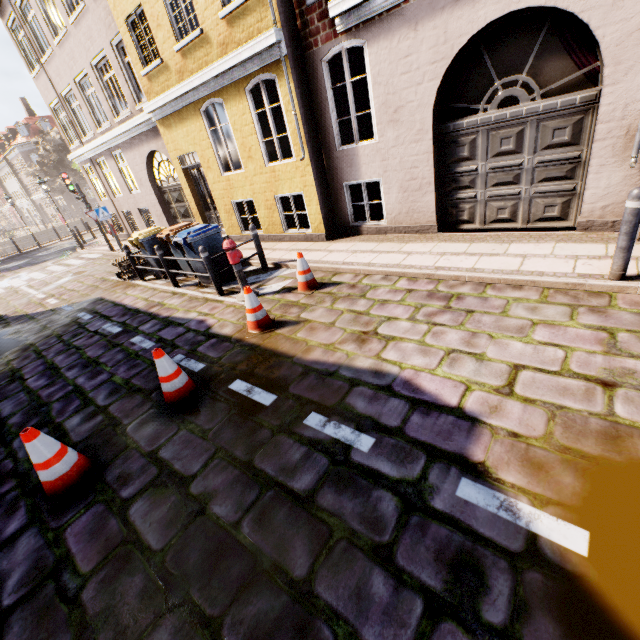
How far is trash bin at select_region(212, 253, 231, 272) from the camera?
7.4 meters

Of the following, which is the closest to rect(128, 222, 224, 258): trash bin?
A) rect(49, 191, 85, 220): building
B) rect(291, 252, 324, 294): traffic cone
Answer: rect(291, 252, 324, 294): traffic cone

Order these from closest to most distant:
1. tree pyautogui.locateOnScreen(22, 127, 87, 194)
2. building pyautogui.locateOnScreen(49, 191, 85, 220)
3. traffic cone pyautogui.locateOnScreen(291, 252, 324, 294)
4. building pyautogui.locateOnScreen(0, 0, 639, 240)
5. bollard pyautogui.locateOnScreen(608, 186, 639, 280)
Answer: bollard pyautogui.locateOnScreen(608, 186, 639, 280)
building pyautogui.locateOnScreen(0, 0, 639, 240)
traffic cone pyautogui.locateOnScreen(291, 252, 324, 294)
tree pyautogui.locateOnScreen(22, 127, 87, 194)
building pyautogui.locateOnScreen(49, 191, 85, 220)

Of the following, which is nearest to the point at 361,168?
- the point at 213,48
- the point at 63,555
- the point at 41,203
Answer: the point at 213,48

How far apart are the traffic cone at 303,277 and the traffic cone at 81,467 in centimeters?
392cm

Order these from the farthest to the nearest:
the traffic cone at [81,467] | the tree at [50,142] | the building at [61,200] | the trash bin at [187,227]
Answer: the building at [61,200] < the tree at [50,142] < the trash bin at [187,227] < the traffic cone at [81,467]

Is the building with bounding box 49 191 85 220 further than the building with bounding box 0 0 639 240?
Yes

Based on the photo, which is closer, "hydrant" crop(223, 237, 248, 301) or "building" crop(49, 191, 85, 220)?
"hydrant" crop(223, 237, 248, 301)
